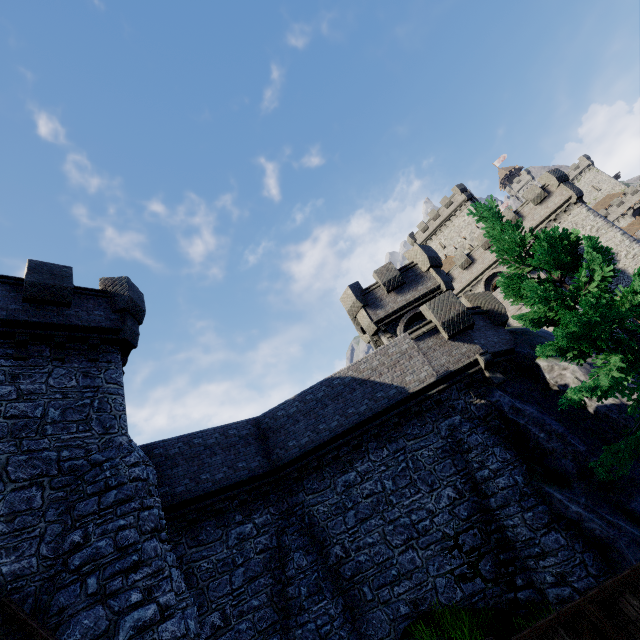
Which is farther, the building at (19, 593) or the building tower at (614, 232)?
the building tower at (614, 232)

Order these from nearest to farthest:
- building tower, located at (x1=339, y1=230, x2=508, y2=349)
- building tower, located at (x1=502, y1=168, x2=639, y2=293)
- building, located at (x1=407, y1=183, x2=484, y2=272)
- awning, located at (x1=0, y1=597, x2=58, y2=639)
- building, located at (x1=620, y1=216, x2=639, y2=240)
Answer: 1. awning, located at (x1=0, y1=597, x2=58, y2=639)
2. building tower, located at (x1=339, y1=230, x2=508, y2=349)
3. building tower, located at (x1=502, y1=168, x2=639, y2=293)
4. building, located at (x1=407, y1=183, x2=484, y2=272)
5. building, located at (x1=620, y1=216, x2=639, y2=240)

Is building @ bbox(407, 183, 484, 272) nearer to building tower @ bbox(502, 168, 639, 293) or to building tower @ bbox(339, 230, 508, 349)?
building tower @ bbox(502, 168, 639, 293)

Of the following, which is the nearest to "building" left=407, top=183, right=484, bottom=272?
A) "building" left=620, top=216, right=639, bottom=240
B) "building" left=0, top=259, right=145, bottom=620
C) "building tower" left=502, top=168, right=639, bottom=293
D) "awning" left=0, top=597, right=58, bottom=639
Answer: "building tower" left=502, top=168, right=639, bottom=293

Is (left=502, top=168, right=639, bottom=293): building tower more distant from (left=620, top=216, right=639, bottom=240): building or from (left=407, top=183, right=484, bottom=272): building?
(left=620, top=216, right=639, bottom=240): building

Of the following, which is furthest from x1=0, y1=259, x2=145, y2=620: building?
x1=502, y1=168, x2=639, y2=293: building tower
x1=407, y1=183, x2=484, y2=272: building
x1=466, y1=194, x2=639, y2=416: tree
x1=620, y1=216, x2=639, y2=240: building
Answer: x1=620, y1=216, x2=639, y2=240: building

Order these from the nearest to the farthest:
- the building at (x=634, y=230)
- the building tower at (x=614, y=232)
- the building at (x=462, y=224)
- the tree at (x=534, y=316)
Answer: the tree at (x=534, y=316) → the building tower at (x=614, y=232) → the building at (x=462, y=224) → the building at (x=634, y=230)

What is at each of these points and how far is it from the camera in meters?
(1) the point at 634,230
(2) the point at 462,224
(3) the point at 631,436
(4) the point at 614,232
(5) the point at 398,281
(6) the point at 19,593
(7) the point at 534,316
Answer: (1) building, 56.5
(2) building, 50.0
(3) tree, 8.2
(4) building tower, 28.0
(5) building tower, 20.6
(6) building, 7.4
(7) tree, 9.8
